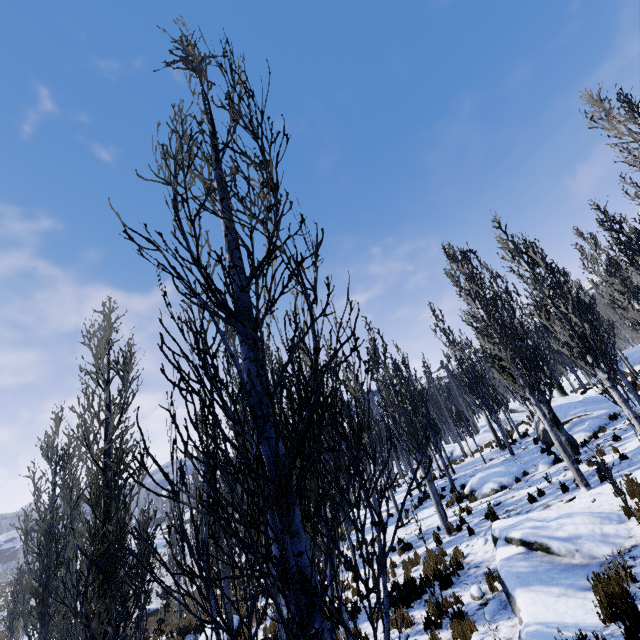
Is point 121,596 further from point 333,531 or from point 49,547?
point 49,547

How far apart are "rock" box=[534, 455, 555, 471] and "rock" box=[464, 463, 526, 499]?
0.8 meters

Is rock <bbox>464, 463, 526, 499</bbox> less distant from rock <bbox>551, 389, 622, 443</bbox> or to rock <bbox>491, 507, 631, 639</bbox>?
rock <bbox>551, 389, 622, 443</bbox>

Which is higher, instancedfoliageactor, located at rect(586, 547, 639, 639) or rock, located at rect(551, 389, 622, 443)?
rock, located at rect(551, 389, 622, 443)

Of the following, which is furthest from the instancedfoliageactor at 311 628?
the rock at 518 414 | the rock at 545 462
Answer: the rock at 545 462

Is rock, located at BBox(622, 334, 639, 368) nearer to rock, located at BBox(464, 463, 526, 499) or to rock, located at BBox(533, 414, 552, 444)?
rock, located at BBox(533, 414, 552, 444)

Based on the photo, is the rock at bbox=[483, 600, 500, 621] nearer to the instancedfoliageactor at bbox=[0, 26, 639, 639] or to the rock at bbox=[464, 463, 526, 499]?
the instancedfoliageactor at bbox=[0, 26, 639, 639]

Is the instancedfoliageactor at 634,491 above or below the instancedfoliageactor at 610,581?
above
